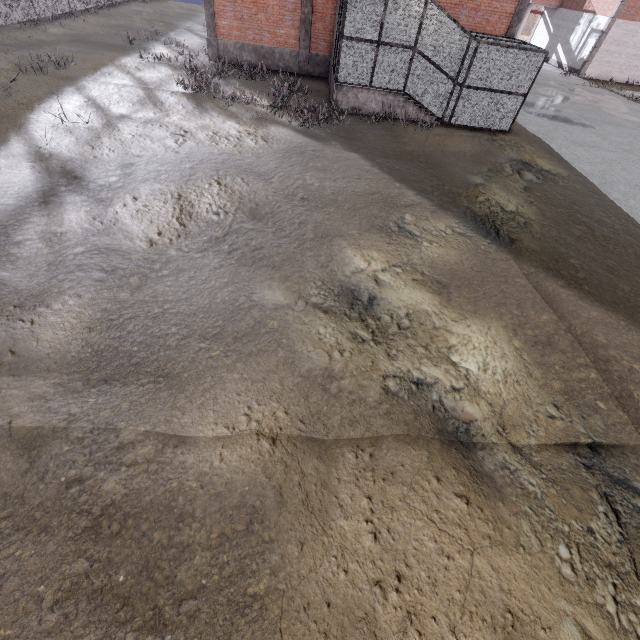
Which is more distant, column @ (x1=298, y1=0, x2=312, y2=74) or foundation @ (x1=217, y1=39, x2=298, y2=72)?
foundation @ (x1=217, y1=39, x2=298, y2=72)

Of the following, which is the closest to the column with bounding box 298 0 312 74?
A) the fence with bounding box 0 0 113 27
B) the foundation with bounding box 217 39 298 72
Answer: the foundation with bounding box 217 39 298 72

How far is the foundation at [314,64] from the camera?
17.8m

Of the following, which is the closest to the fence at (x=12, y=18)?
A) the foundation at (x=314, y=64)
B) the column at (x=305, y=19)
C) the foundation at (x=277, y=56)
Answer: the foundation at (x=277, y=56)

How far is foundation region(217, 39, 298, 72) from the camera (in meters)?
17.42

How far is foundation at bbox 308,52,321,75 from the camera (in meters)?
17.77

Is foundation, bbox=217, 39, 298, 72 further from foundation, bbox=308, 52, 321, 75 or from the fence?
Answer: the fence

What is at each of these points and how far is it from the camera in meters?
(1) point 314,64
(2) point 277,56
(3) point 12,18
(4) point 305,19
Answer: (1) foundation, 18.1
(2) foundation, 17.8
(3) fence, 17.6
(4) column, 16.6
